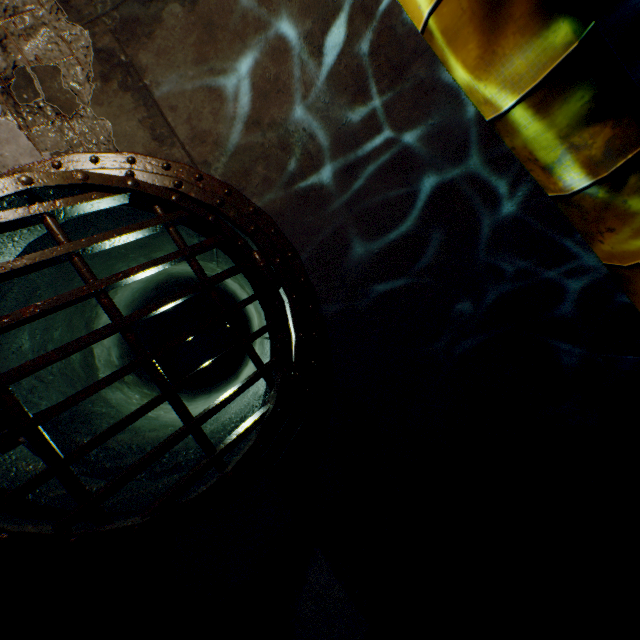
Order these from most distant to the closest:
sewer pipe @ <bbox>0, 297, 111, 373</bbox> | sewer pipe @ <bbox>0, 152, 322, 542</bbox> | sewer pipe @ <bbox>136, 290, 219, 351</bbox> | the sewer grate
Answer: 1. sewer pipe @ <bbox>136, 290, 219, 351</bbox>
2. sewer pipe @ <bbox>0, 297, 111, 373</bbox>
3. sewer pipe @ <bbox>0, 152, 322, 542</bbox>
4. the sewer grate

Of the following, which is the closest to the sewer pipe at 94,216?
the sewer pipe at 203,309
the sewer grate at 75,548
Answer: the sewer grate at 75,548

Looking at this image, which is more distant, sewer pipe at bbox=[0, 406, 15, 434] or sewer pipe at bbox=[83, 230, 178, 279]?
sewer pipe at bbox=[83, 230, 178, 279]

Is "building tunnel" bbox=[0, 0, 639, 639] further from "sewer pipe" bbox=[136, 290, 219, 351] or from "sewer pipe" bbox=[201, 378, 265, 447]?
"sewer pipe" bbox=[136, 290, 219, 351]

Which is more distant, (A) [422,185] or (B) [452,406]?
(B) [452,406]

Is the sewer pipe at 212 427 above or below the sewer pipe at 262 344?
below

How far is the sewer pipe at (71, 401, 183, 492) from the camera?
2.9 meters
